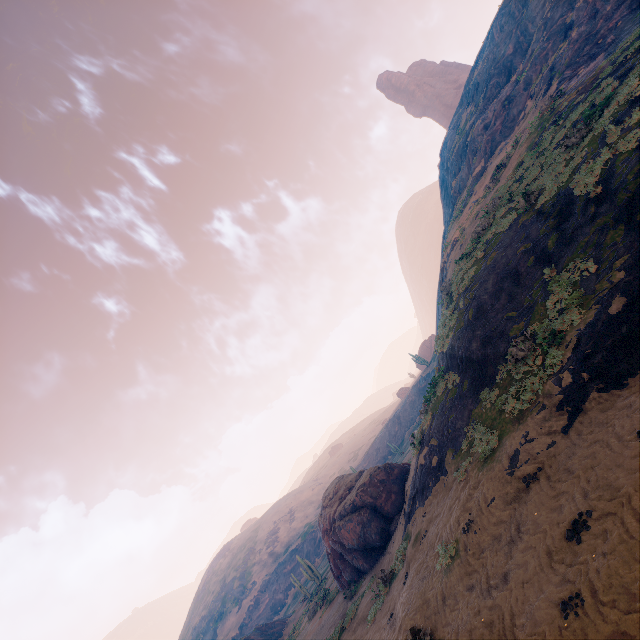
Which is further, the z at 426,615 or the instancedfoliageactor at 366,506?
the instancedfoliageactor at 366,506

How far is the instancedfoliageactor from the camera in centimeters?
1894cm

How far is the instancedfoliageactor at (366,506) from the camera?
18.9 meters

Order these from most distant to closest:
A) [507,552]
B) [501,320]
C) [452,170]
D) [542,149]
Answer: [452,170], [542,149], [501,320], [507,552]

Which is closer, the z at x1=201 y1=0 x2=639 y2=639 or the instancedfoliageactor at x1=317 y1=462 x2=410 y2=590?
the z at x1=201 y1=0 x2=639 y2=639
